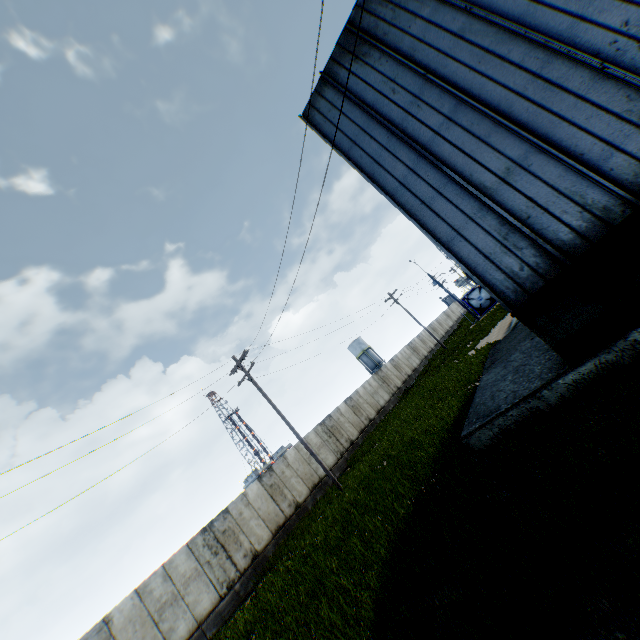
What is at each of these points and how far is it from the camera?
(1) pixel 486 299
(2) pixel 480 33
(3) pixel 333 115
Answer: (1) tank container, 37.91m
(2) building, 7.49m
(3) building, 10.48m

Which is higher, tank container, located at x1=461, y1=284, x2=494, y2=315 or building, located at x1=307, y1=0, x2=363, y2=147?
building, located at x1=307, y1=0, x2=363, y2=147

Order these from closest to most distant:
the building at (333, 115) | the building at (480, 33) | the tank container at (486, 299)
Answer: the building at (480, 33)
the building at (333, 115)
the tank container at (486, 299)

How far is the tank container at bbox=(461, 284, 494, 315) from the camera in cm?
3784

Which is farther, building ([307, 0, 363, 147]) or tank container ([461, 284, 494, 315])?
tank container ([461, 284, 494, 315])

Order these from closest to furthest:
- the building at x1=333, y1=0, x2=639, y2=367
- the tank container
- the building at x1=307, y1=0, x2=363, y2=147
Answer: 1. the building at x1=333, y1=0, x2=639, y2=367
2. the building at x1=307, y1=0, x2=363, y2=147
3. the tank container

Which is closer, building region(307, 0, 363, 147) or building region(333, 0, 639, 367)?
building region(333, 0, 639, 367)

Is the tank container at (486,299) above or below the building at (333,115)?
below
